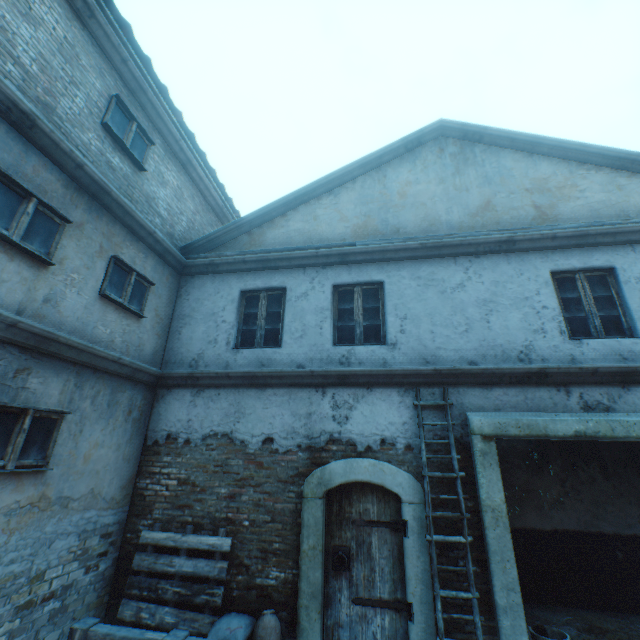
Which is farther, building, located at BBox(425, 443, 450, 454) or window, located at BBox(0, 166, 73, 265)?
building, located at BBox(425, 443, 450, 454)

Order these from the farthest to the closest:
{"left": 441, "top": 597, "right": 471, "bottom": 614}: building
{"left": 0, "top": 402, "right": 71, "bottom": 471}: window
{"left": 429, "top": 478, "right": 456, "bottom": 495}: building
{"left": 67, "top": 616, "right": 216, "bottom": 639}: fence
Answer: {"left": 429, "top": 478, "right": 456, "bottom": 495}: building < {"left": 441, "top": 597, "right": 471, "bottom": 614}: building < {"left": 0, "top": 402, "right": 71, "bottom": 471}: window < {"left": 67, "top": 616, "right": 216, "bottom": 639}: fence

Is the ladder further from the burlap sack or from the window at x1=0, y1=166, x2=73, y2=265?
the window at x1=0, y1=166, x2=73, y2=265

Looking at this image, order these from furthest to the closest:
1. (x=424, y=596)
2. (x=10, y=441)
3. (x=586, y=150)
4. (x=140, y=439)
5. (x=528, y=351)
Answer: (x=586, y=150) → (x=140, y=439) → (x=528, y=351) → (x=424, y=596) → (x=10, y=441)

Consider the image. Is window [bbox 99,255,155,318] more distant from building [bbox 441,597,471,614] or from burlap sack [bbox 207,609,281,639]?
burlap sack [bbox 207,609,281,639]

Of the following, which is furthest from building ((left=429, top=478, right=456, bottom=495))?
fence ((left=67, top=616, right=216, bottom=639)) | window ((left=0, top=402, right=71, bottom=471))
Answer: fence ((left=67, top=616, right=216, bottom=639))

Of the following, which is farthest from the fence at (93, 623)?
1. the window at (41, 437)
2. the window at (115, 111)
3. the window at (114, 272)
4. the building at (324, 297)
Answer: the window at (115, 111)

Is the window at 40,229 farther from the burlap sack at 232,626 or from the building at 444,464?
the burlap sack at 232,626
